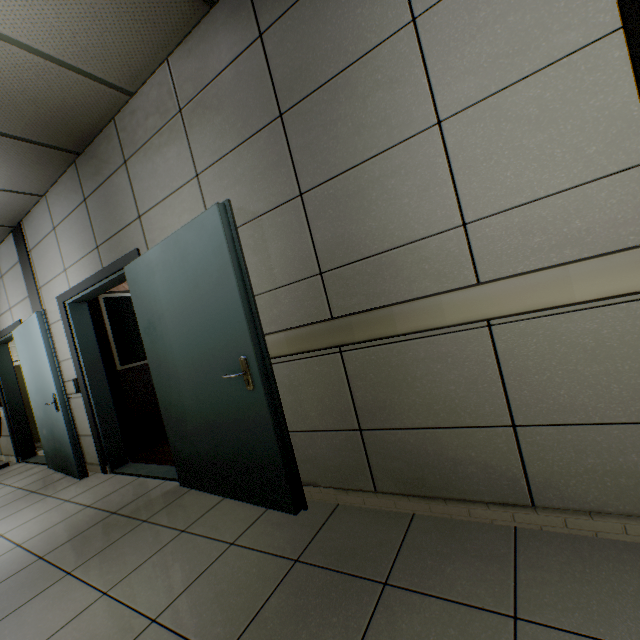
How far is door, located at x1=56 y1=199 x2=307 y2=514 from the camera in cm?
203

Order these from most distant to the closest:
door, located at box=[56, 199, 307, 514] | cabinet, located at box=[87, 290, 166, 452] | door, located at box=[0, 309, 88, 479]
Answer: cabinet, located at box=[87, 290, 166, 452]
door, located at box=[0, 309, 88, 479]
door, located at box=[56, 199, 307, 514]

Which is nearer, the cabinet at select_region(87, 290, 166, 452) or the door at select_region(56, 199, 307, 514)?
the door at select_region(56, 199, 307, 514)

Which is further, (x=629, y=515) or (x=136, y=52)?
(x=136, y=52)

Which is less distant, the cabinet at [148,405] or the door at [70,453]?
the door at [70,453]

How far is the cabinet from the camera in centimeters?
427cm
